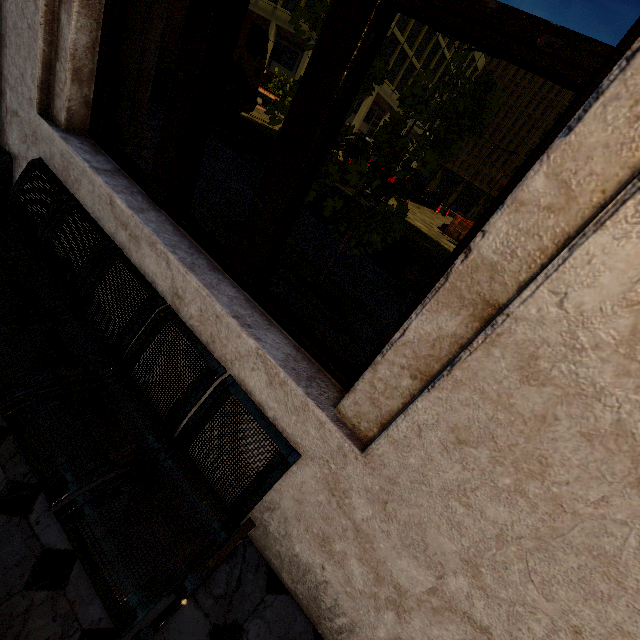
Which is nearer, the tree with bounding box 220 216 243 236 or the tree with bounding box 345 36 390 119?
the tree with bounding box 345 36 390 119

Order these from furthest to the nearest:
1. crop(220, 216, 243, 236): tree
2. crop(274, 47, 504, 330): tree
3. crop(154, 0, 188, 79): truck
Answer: crop(154, 0, 188, 79): truck < crop(220, 216, 243, 236): tree < crop(274, 47, 504, 330): tree

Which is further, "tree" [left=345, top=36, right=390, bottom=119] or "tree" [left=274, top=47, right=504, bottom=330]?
"tree" [left=345, top=36, right=390, bottom=119]

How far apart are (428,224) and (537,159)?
20.4 meters

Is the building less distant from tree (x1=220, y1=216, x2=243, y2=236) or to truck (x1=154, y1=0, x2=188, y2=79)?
tree (x1=220, y1=216, x2=243, y2=236)

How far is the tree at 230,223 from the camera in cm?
467

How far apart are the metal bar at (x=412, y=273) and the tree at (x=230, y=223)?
1.6m

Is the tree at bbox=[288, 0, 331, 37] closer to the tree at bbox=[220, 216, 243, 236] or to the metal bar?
the tree at bbox=[220, 216, 243, 236]
